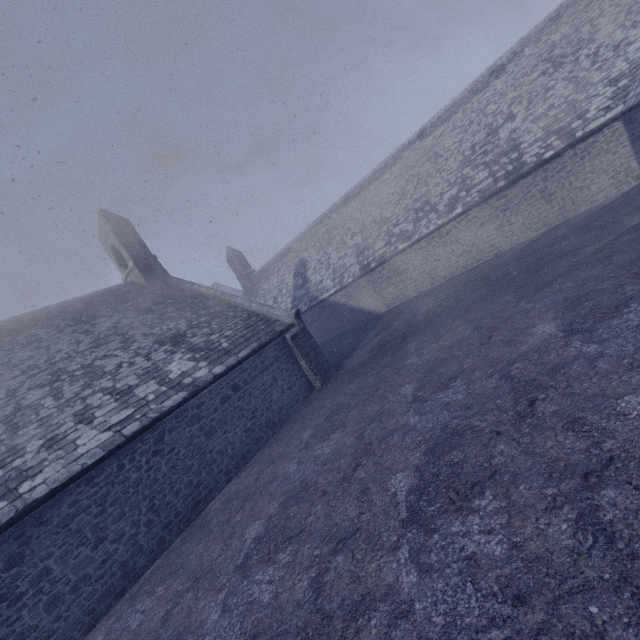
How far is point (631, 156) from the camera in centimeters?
1291cm
